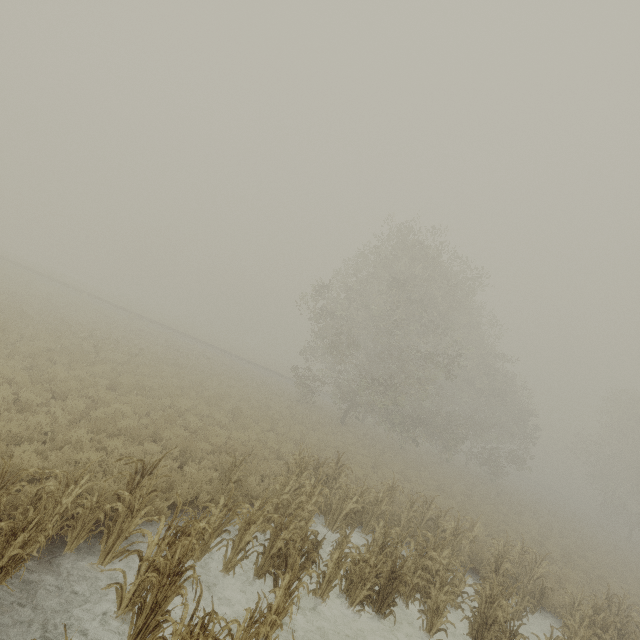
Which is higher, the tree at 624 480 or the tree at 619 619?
the tree at 624 480

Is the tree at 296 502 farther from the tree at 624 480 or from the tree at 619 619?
the tree at 624 480

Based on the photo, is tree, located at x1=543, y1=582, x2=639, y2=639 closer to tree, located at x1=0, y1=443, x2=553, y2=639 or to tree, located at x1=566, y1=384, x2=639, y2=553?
tree, located at x1=0, y1=443, x2=553, y2=639

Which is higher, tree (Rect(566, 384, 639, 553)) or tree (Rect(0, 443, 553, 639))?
tree (Rect(566, 384, 639, 553))

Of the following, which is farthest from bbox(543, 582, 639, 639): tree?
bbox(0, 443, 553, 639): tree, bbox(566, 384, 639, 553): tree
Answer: bbox(566, 384, 639, 553): tree

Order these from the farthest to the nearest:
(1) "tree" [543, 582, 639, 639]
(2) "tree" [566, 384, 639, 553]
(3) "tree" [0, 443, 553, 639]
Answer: (2) "tree" [566, 384, 639, 553], (1) "tree" [543, 582, 639, 639], (3) "tree" [0, 443, 553, 639]

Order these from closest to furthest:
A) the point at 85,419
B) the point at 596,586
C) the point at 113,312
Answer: the point at 85,419 < the point at 596,586 < the point at 113,312
